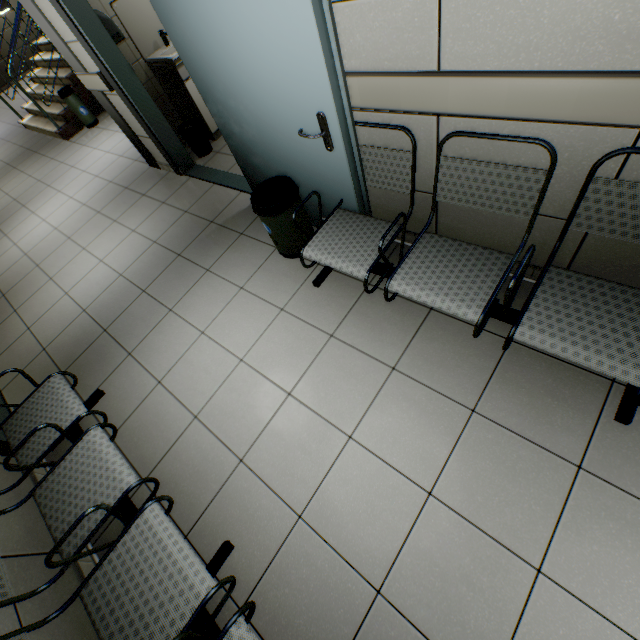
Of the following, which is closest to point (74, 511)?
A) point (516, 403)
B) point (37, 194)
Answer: point (516, 403)

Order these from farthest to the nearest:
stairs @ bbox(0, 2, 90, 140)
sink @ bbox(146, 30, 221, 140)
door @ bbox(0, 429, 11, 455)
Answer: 1. stairs @ bbox(0, 2, 90, 140)
2. sink @ bbox(146, 30, 221, 140)
3. door @ bbox(0, 429, 11, 455)

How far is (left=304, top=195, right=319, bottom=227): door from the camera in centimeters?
254cm

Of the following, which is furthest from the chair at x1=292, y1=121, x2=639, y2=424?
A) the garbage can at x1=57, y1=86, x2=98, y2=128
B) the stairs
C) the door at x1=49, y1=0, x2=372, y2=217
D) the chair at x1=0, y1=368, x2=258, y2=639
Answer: the garbage can at x1=57, y1=86, x2=98, y2=128

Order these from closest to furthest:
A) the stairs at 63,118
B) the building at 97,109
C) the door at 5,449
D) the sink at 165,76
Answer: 1. the door at 5,449
2. the sink at 165,76
3. the stairs at 63,118
4. the building at 97,109

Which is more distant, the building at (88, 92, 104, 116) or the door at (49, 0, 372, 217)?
the building at (88, 92, 104, 116)

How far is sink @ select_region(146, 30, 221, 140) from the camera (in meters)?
3.70

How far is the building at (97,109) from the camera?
6.39m
